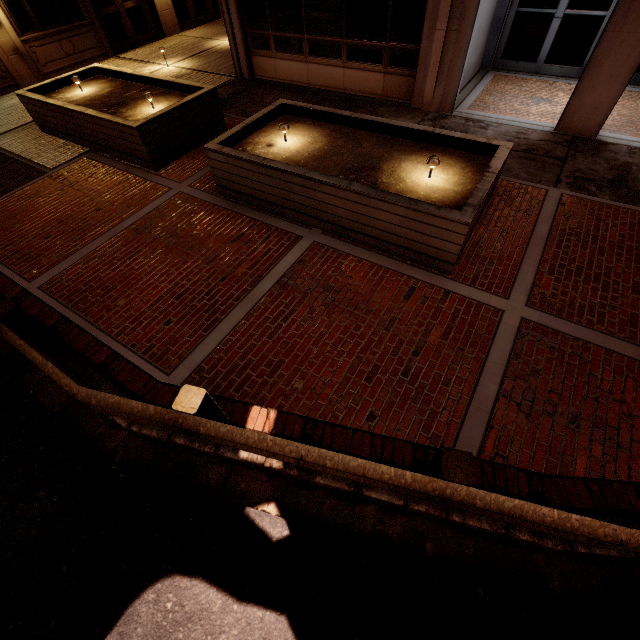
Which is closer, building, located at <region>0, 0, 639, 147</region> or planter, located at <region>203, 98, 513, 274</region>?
planter, located at <region>203, 98, 513, 274</region>

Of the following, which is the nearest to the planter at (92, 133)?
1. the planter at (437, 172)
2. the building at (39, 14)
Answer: the planter at (437, 172)

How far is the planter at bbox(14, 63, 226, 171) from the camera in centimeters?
726cm

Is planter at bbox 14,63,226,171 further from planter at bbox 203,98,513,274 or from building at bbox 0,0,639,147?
building at bbox 0,0,639,147

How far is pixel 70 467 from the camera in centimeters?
379cm

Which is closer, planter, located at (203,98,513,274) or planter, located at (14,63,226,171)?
planter, located at (203,98,513,274)

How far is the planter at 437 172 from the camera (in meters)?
4.82

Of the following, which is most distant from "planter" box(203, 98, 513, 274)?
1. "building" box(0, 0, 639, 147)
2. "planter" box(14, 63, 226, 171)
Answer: "building" box(0, 0, 639, 147)
